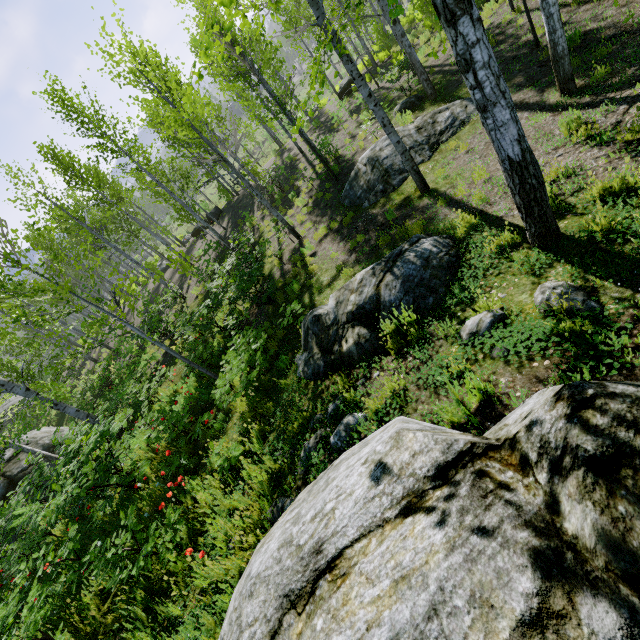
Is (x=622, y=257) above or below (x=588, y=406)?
below

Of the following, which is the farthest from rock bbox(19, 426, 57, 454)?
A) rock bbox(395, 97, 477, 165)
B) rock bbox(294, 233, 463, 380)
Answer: rock bbox(395, 97, 477, 165)

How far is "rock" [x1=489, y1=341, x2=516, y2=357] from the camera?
3.2 meters

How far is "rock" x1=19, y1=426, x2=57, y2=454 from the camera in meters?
16.6

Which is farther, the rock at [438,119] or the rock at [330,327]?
the rock at [438,119]

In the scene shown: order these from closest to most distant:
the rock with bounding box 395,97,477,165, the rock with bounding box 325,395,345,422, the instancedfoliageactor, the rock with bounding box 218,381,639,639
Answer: the rock with bounding box 218,381,639,639
the instancedfoliageactor
the rock with bounding box 325,395,345,422
the rock with bounding box 395,97,477,165

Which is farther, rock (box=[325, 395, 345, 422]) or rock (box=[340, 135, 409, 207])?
rock (box=[340, 135, 409, 207])

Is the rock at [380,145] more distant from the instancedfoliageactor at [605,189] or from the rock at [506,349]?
the rock at [506,349]
